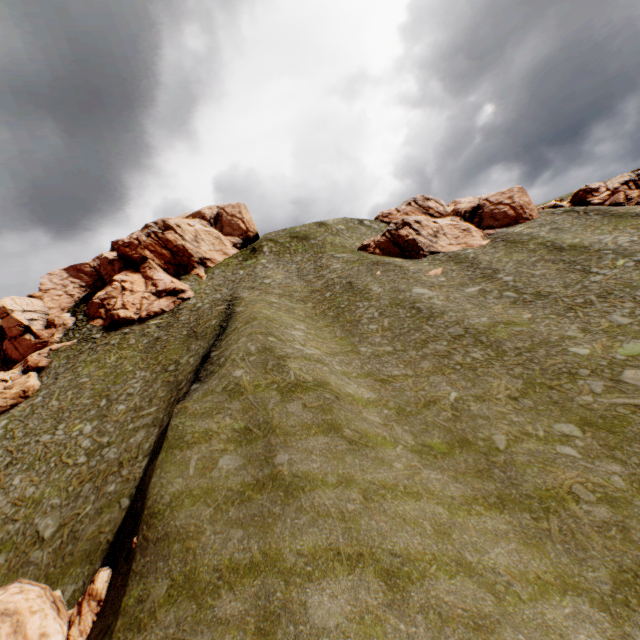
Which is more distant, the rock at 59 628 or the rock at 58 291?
the rock at 58 291

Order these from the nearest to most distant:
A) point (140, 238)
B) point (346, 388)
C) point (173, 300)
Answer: point (346, 388)
point (173, 300)
point (140, 238)

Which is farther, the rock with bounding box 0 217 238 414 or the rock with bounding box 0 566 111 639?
the rock with bounding box 0 217 238 414

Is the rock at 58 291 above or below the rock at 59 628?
above

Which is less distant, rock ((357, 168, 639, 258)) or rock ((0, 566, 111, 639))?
rock ((0, 566, 111, 639))

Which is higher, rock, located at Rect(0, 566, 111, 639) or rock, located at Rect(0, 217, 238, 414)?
rock, located at Rect(0, 217, 238, 414)

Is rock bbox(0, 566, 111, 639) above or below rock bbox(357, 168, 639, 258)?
below
